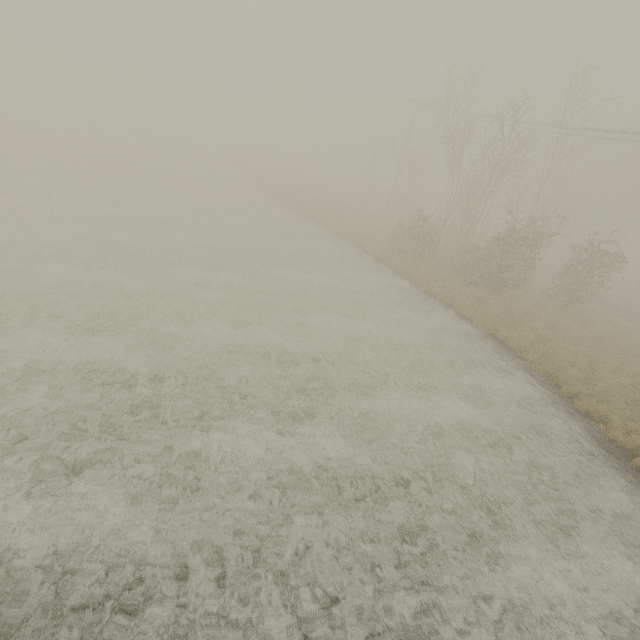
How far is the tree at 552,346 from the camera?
15.01m

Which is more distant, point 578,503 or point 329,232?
point 329,232

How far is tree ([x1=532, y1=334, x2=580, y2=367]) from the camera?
15.0 meters
